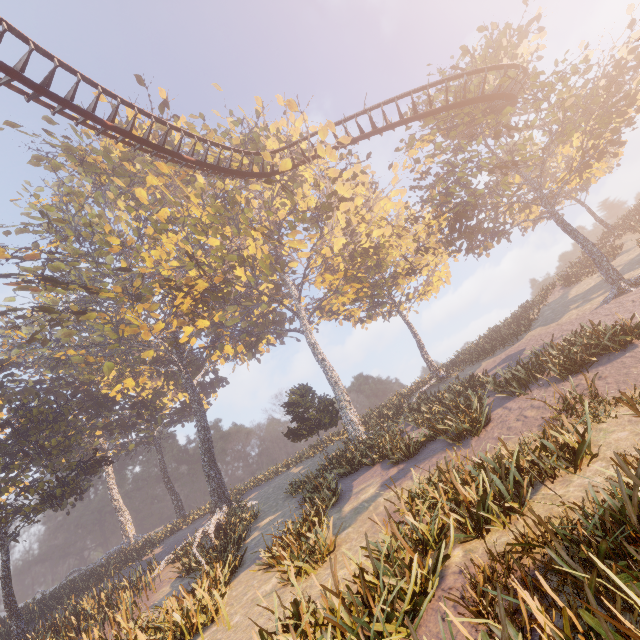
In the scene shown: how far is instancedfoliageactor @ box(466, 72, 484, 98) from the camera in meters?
19.2 m

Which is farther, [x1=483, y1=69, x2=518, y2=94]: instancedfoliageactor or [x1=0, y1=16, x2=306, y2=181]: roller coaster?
[x1=483, y1=69, x2=518, y2=94]: instancedfoliageactor

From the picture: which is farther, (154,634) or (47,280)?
(47,280)

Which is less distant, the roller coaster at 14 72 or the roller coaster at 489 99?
the roller coaster at 14 72

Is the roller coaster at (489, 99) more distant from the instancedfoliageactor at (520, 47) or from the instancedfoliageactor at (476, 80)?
the instancedfoliageactor at (520, 47)

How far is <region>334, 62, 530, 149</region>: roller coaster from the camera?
17.53m

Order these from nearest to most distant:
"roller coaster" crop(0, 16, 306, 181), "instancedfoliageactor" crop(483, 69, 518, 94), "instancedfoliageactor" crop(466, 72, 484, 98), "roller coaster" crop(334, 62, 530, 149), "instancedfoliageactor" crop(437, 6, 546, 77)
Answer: "roller coaster" crop(0, 16, 306, 181), "instancedfoliageactor" crop(483, 69, 518, 94), "roller coaster" crop(334, 62, 530, 149), "instancedfoliageactor" crop(466, 72, 484, 98), "instancedfoliageactor" crop(437, 6, 546, 77)

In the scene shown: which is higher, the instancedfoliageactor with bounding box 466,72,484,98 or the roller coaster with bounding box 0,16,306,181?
the roller coaster with bounding box 0,16,306,181
